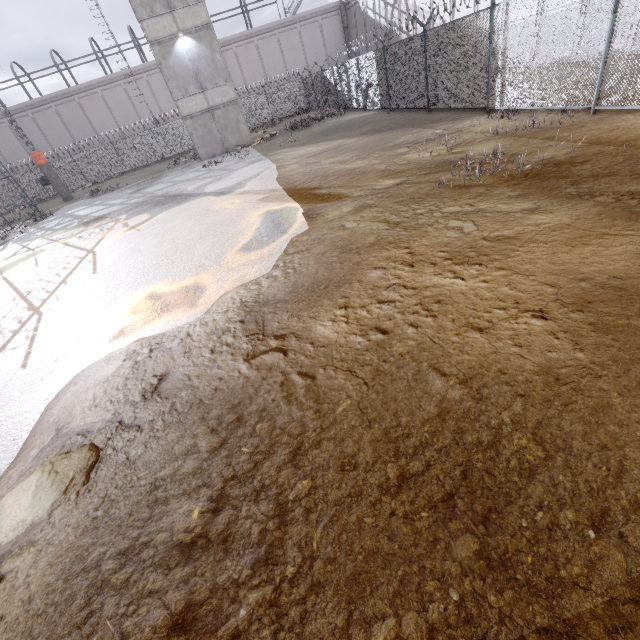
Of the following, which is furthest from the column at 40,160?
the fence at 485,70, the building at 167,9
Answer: the building at 167,9

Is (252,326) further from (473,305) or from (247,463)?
(473,305)

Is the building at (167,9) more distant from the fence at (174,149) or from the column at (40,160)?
the column at (40,160)

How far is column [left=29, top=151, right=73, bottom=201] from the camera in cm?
2462

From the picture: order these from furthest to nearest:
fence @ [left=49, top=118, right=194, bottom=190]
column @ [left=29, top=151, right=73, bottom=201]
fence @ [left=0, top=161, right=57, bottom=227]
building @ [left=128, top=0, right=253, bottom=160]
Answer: fence @ [left=49, top=118, right=194, bottom=190], column @ [left=29, top=151, right=73, bottom=201], fence @ [left=0, top=161, right=57, bottom=227], building @ [left=128, top=0, right=253, bottom=160]

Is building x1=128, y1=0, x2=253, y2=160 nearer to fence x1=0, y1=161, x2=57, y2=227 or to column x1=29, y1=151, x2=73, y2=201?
fence x1=0, y1=161, x2=57, y2=227

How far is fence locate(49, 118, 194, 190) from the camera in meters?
31.3

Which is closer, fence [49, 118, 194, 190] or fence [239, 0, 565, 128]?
fence [239, 0, 565, 128]
